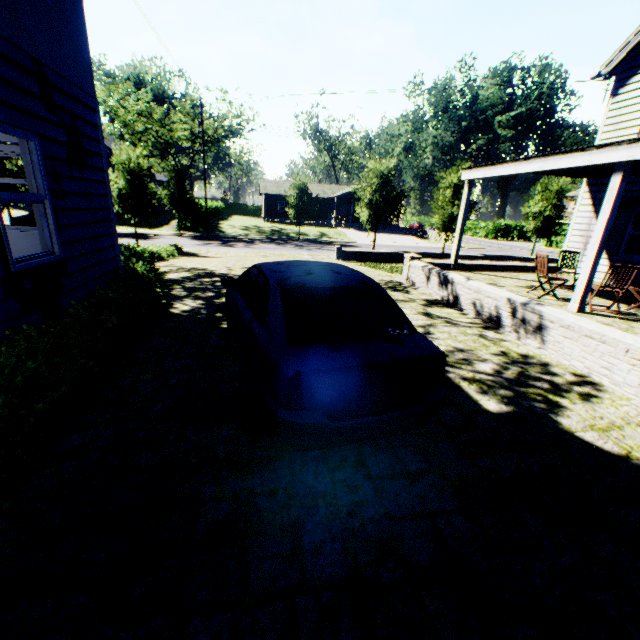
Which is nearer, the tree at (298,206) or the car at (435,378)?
the car at (435,378)

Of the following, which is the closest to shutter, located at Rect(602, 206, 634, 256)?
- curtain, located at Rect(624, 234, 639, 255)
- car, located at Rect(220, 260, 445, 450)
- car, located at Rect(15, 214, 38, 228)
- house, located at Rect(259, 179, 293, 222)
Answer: curtain, located at Rect(624, 234, 639, 255)

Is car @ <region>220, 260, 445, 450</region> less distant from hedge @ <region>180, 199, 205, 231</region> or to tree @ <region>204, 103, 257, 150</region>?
tree @ <region>204, 103, 257, 150</region>

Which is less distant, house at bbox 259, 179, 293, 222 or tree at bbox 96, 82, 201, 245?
tree at bbox 96, 82, 201, 245

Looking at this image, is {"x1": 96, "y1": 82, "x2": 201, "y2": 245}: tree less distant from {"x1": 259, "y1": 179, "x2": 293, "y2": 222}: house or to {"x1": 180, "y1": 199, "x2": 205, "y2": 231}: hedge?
{"x1": 180, "y1": 199, "x2": 205, "y2": 231}: hedge

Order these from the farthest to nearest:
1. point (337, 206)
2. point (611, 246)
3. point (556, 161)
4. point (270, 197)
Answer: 1. point (337, 206)
2. point (270, 197)
3. point (611, 246)
4. point (556, 161)

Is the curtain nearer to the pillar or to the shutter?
the shutter

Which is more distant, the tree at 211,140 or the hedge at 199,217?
the hedge at 199,217
